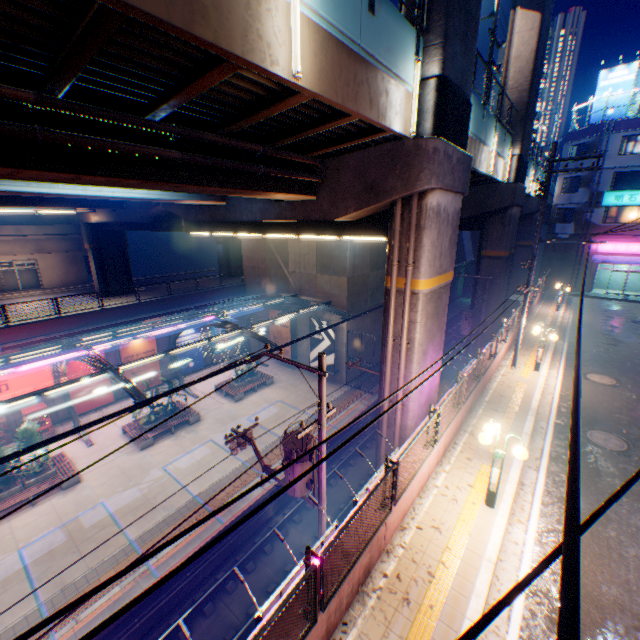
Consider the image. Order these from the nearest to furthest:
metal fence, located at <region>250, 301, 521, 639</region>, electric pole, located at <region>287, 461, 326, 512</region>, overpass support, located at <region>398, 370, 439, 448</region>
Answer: metal fence, located at <region>250, 301, 521, 639</region> < electric pole, located at <region>287, 461, 326, 512</region> < overpass support, located at <region>398, 370, 439, 448</region>

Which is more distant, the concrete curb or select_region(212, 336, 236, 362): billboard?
select_region(212, 336, 236, 362): billboard

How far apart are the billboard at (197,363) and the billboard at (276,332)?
6.1 meters

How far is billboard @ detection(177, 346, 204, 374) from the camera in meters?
27.6

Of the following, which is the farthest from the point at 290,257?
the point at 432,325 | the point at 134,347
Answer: the point at 432,325

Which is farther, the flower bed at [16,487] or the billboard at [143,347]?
the billboard at [143,347]

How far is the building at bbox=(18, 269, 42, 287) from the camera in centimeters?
3575cm

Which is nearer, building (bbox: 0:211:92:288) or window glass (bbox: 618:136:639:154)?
window glass (bbox: 618:136:639:154)
